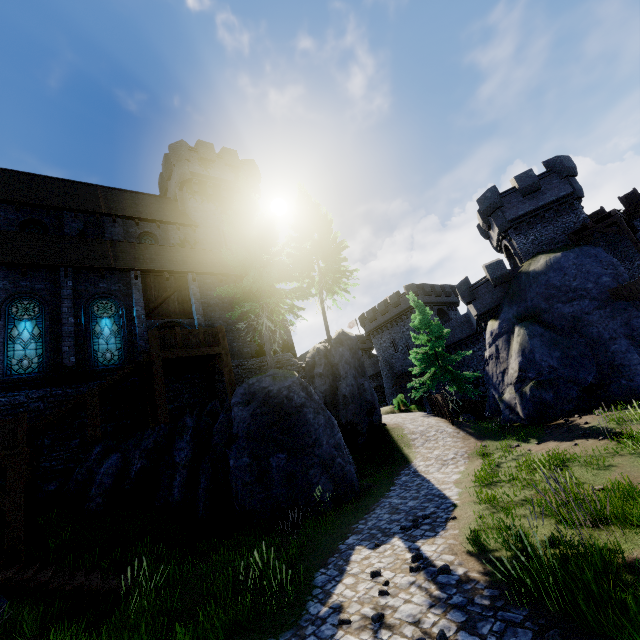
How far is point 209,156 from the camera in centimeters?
2761cm

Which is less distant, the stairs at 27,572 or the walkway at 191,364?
the stairs at 27,572

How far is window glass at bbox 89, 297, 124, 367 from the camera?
15.46m

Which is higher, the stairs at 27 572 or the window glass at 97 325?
the window glass at 97 325

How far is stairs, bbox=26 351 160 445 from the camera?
11.6 meters

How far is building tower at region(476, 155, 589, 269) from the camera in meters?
24.5

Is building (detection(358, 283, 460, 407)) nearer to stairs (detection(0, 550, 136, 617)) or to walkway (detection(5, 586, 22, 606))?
stairs (detection(0, 550, 136, 617))
